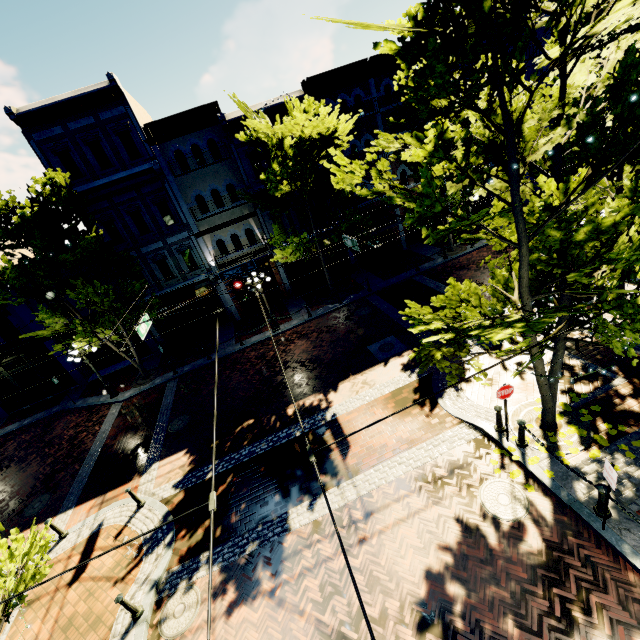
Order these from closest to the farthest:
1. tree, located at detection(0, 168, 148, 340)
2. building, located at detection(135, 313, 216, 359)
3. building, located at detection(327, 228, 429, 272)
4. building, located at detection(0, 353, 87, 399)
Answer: tree, located at detection(0, 168, 148, 340)
building, located at detection(0, 353, 87, 399)
building, located at detection(135, 313, 216, 359)
building, located at detection(327, 228, 429, 272)

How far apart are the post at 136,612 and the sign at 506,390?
9.96m

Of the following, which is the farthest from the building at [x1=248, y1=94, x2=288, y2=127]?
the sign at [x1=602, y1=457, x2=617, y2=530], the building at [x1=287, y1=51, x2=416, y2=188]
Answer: the sign at [x1=602, y1=457, x2=617, y2=530]

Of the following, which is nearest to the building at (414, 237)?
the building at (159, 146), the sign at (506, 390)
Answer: the building at (159, 146)

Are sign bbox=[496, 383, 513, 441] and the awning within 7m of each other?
no

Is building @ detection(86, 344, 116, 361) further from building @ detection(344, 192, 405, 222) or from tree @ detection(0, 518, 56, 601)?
building @ detection(344, 192, 405, 222)

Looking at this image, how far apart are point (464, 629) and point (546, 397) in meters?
5.2

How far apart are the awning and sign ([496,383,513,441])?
16.9m
